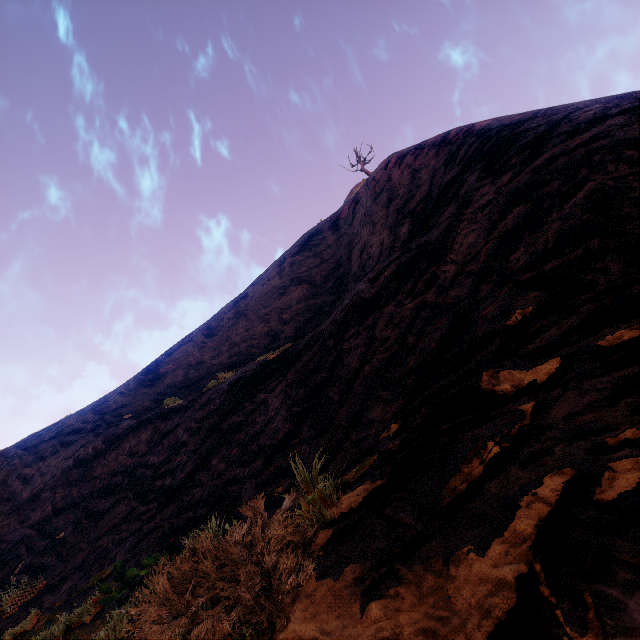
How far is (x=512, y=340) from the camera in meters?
2.9
